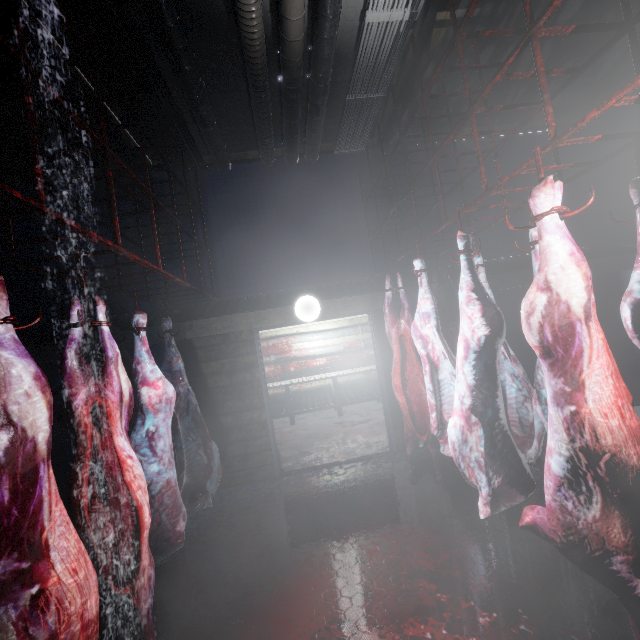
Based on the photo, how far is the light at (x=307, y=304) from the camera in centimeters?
379cm

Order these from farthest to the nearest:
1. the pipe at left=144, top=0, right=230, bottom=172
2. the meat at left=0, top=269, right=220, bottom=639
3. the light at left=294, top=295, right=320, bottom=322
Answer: the light at left=294, top=295, right=320, bottom=322, the pipe at left=144, top=0, right=230, bottom=172, the meat at left=0, top=269, right=220, bottom=639

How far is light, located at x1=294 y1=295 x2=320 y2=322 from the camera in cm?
379

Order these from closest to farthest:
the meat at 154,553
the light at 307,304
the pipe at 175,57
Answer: the meat at 154,553 → the pipe at 175,57 → the light at 307,304

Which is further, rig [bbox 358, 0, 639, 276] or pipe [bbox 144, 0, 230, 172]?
pipe [bbox 144, 0, 230, 172]

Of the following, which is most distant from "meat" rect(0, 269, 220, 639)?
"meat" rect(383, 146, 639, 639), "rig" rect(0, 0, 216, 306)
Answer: "meat" rect(383, 146, 639, 639)

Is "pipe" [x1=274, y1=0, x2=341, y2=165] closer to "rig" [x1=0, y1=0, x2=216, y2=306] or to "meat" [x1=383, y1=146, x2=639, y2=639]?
"rig" [x1=0, y1=0, x2=216, y2=306]

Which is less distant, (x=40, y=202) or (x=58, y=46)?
(x=40, y=202)
